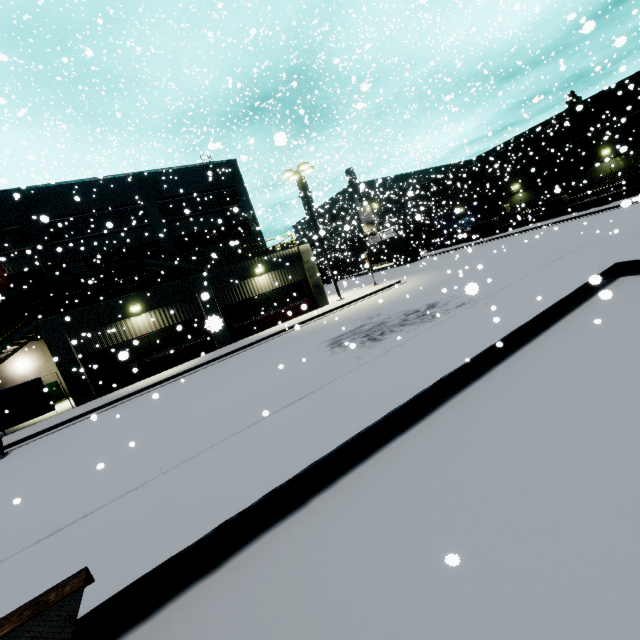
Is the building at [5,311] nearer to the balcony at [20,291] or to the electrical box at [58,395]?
the balcony at [20,291]

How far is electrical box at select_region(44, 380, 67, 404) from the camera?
22.19m

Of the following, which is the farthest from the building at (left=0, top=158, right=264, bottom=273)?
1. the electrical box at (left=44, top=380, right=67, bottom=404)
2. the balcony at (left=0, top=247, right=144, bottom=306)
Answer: the electrical box at (left=44, top=380, right=67, bottom=404)

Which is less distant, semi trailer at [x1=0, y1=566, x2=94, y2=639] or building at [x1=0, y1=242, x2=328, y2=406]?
semi trailer at [x1=0, y1=566, x2=94, y2=639]

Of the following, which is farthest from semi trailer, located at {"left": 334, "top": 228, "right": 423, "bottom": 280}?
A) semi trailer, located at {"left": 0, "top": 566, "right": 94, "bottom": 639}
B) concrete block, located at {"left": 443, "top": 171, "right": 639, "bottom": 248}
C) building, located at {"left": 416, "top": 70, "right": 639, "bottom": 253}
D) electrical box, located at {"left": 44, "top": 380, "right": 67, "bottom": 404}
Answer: electrical box, located at {"left": 44, "top": 380, "right": 67, "bottom": 404}

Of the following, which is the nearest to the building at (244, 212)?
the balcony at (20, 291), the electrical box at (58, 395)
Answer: the balcony at (20, 291)

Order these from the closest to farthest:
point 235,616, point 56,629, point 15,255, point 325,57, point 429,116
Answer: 1. point 56,629
2. point 235,616
3. point 429,116
4. point 15,255
5. point 325,57

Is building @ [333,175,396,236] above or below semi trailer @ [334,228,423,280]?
above
